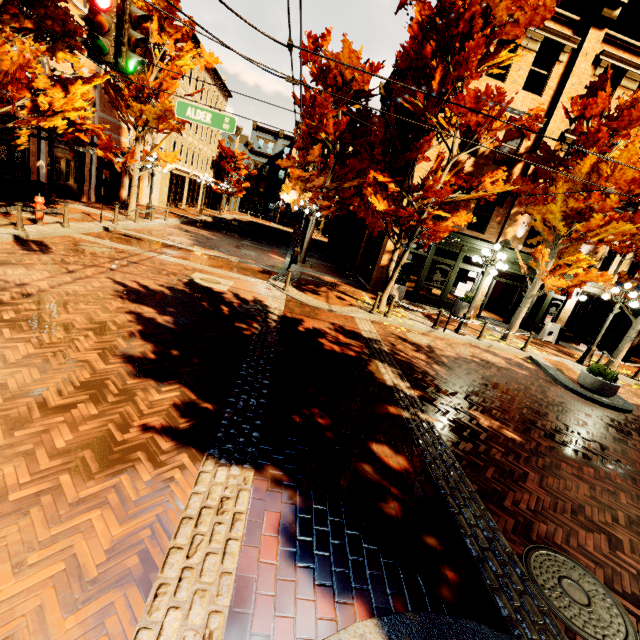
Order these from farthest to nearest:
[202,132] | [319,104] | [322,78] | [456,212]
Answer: [202,132] < [322,78] < [319,104] < [456,212]

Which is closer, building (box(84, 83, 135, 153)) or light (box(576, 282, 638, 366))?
light (box(576, 282, 638, 366))

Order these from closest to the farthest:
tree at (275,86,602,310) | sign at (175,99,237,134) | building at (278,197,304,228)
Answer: sign at (175,99,237,134)
tree at (275,86,602,310)
building at (278,197,304,228)

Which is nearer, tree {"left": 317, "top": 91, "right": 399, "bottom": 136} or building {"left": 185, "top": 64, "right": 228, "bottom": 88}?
tree {"left": 317, "top": 91, "right": 399, "bottom": 136}

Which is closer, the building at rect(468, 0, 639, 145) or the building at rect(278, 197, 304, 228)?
the building at rect(468, 0, 639, 145)

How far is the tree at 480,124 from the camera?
9.3 meters

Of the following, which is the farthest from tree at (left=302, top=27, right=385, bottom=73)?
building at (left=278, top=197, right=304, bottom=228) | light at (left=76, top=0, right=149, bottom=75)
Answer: light at (left=76, top=0, right=149, bottom=75)
